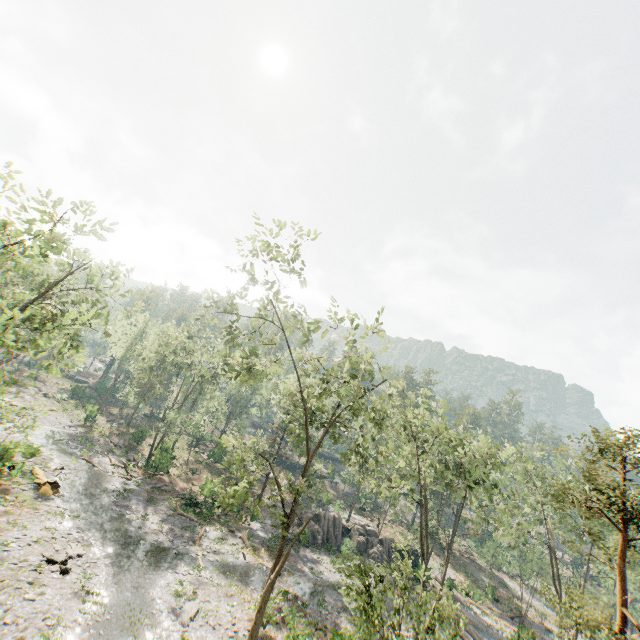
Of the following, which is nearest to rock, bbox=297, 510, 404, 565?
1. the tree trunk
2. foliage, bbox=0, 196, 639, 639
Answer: foliage, bbox=0, 196, 639, 639

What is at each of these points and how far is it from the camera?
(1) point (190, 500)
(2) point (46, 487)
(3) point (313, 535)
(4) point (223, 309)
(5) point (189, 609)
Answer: (1) foliage, 34.2m
(2) tree trunk, 26.7m
(3) rock, 37.7m
(4) foliage, 19.0m
(5) rock, 19.9m

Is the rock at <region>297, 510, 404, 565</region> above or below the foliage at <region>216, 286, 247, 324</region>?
below

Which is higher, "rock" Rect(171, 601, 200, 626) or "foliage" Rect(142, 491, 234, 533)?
"foliage" Rect(142, 491, 234, 533)

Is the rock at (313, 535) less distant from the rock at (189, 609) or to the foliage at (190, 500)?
the foliage at (190, 500)

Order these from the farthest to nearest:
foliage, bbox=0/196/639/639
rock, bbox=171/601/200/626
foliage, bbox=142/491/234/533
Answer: foliage, bbox=142/491/234/533, rock, bbox=171/601/200/626, foliage, bbox=0/196/639/639

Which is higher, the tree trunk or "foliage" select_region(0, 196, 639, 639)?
"foliage" select_region(0, 196, 639, 639)
